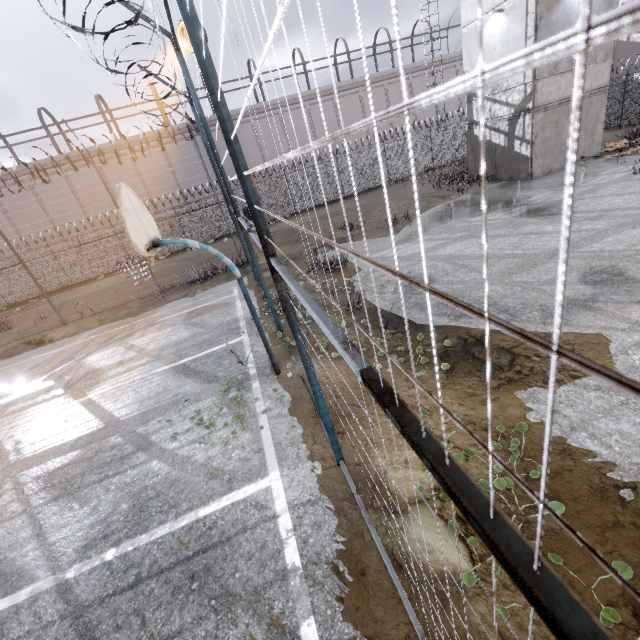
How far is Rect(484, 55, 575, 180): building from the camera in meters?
13.1 m

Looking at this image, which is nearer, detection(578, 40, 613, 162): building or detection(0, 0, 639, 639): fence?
detection(0, 0, 639, 639): fence

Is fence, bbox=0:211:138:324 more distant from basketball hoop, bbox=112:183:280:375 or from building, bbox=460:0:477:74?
building, bbox=460:0:477:74

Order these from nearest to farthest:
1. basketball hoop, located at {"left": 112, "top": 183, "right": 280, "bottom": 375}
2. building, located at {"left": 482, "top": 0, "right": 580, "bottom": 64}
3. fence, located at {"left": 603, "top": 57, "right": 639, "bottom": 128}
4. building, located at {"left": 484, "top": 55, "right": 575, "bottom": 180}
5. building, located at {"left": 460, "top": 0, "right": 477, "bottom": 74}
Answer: basketball hoop, located at {"left": 112, "top": 183, "right": 280, "bottom": 375} < building, located at {"left": 482, "top": 0, "right": 580, "bottom": 64} < building, located at {"left": 484, "top": 55, "right": 575, "bottom": 180} < building, located at {"left": 460, "top": 0, "right": 477, "bottom": 74} < fence, located at {"left": 603, "top": 57, "right": 639, "bottom": 128}

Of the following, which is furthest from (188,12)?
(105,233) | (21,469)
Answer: (105,233)

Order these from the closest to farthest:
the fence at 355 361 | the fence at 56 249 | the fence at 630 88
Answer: the fence at 355 361 < the fence at 56 249 < the fence at 630 88

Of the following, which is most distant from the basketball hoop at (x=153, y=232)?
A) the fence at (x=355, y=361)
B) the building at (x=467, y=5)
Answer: the building at (x=467, y=5)
